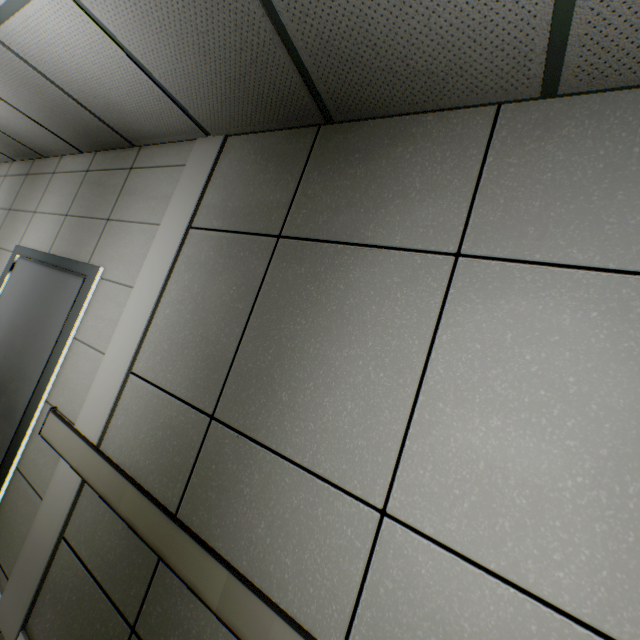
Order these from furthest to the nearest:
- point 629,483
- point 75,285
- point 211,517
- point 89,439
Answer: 1. point 75,285
2. point 89,439
3. point 211,517
4. point 629,483
